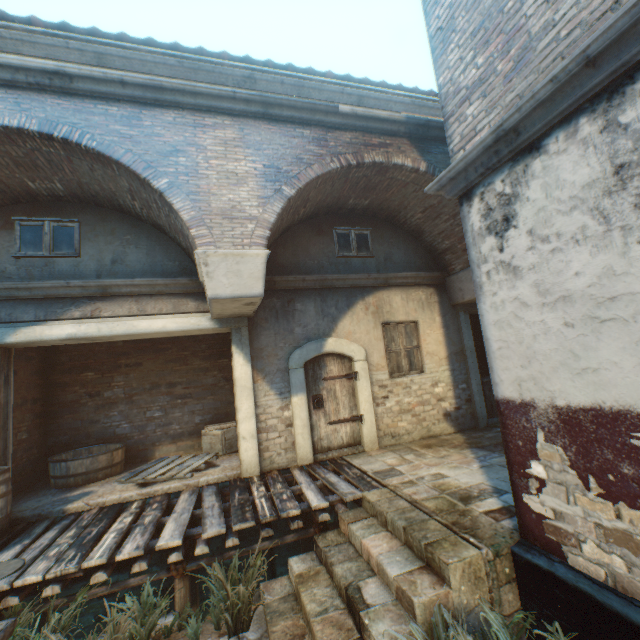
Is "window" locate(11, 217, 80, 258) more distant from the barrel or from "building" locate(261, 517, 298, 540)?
"building" locate(261, 517, 298, 540)

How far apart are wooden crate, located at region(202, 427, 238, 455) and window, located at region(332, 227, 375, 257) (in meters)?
4.81

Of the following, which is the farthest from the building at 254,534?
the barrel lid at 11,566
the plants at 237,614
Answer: the barrel lid at 11,566

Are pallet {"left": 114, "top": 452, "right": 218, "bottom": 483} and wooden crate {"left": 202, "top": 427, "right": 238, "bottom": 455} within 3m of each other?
yes

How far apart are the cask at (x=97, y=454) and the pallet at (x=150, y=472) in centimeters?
75cm

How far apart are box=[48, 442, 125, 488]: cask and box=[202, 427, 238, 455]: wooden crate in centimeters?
169cm

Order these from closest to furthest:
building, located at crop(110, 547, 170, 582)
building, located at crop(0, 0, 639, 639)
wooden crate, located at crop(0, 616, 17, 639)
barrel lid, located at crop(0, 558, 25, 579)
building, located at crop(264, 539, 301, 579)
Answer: building, located at crop(0, 0, 639, 639) < wooden crate, located at crop(0, 616, 17, 639) < barrel lid, located at crop(0, 558, 25, 579) < building, located at crop(110, 547, 170, 582) < building, located at crop(264, 539, 301, 579)

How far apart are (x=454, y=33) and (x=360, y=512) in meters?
6.3 m
